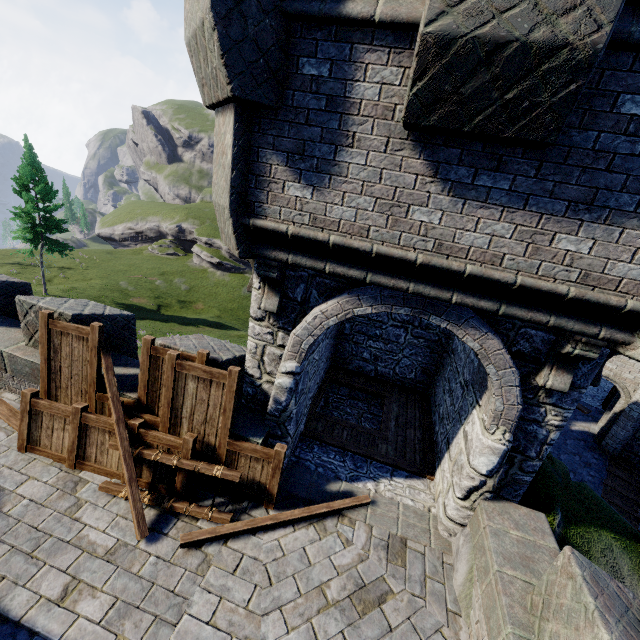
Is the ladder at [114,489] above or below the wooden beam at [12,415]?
above

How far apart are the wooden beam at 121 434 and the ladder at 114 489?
0.05m

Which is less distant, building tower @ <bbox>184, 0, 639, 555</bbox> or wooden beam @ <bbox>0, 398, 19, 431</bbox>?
building tower @ <bbox>184, 0, 639, 555</bbox>

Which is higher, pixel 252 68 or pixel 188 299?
pixel 252 68

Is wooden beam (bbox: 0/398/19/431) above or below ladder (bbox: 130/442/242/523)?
below

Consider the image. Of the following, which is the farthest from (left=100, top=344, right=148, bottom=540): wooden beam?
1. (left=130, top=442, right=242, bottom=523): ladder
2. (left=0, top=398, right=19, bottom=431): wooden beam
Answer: (left=0, top=398, right=19, bottom=431): wooden beam

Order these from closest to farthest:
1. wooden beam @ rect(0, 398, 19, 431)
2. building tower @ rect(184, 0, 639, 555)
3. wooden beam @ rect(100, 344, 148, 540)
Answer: building tower @ rect(184, 0, 639, 555) < wooden beam @ rect(100, 344, 148, 540) < wooden beam @ rect(0, 398, 19, 431)

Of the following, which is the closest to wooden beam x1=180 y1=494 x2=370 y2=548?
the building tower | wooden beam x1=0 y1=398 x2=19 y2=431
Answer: the building tower
